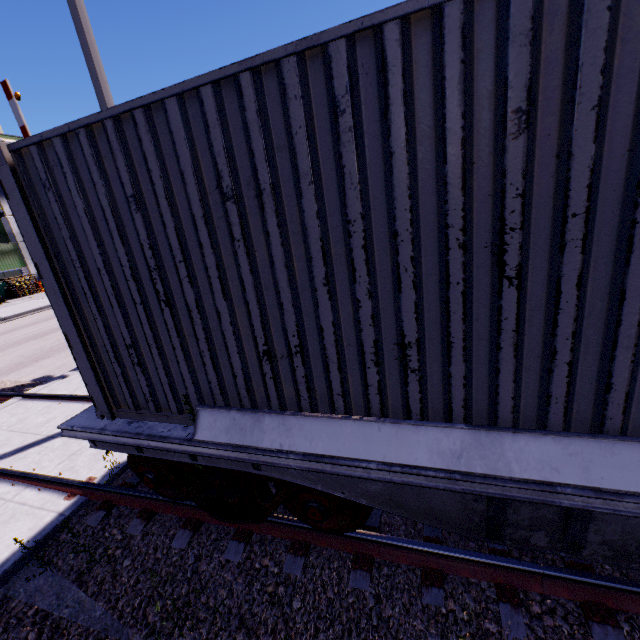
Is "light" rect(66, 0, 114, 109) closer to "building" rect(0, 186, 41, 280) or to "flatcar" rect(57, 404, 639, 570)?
"flatcar" rect(57, 404, 639, 570)

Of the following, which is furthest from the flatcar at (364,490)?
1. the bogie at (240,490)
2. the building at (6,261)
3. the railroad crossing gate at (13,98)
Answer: the building at (6,261)

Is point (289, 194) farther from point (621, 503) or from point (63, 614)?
point (63, 614)

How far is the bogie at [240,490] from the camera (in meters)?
2.90

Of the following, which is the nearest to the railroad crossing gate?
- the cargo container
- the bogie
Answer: the cargo container

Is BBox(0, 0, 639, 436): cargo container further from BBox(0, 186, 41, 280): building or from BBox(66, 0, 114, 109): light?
BBox(66, 0, 114, 109): light

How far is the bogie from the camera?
2.90m

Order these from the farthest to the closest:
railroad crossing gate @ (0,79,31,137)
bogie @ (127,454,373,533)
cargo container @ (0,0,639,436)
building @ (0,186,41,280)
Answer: building @ (0,186,41,280)
railroad crossing gate @ (0,79,31,137)
bogie @ (127,454,373,533)
cargo container @ (0,0,639,436)
